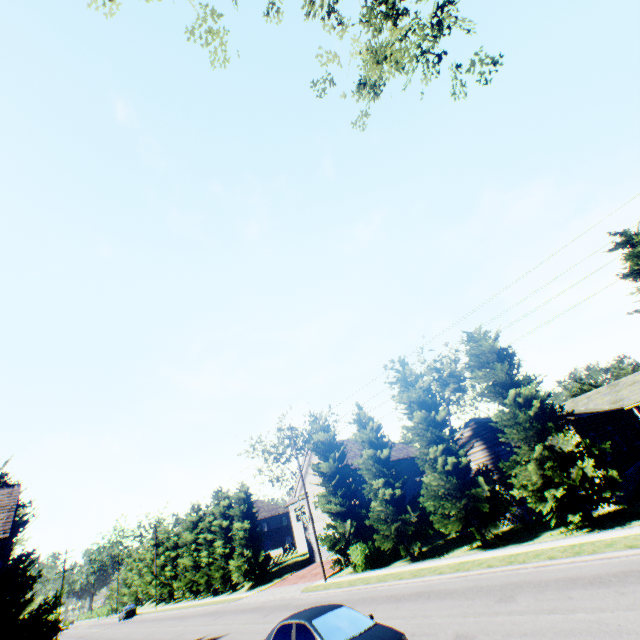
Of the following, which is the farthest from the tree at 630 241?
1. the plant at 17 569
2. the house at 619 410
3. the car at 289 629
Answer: the car at 289 629

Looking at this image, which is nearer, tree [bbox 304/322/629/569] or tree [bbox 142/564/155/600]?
tree [bbox 304/322/629/569]

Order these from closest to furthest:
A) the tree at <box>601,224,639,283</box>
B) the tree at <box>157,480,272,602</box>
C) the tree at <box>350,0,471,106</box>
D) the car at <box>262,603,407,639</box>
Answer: the car at <box>262,603,407,639</box>, the tree at <box>350,0,471,106</box>, the tree at <box>601,224,639,283</box>, the tree at <box>157,480,272,602</box>

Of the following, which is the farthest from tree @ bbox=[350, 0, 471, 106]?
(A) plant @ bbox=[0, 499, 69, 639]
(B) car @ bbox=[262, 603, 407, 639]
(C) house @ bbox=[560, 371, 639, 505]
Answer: (B) car @ bbox=[262, 603, 407, 639]

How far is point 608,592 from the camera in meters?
8.4

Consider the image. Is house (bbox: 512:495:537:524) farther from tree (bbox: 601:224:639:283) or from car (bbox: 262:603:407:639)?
car (bbox: 262:603:407:639)

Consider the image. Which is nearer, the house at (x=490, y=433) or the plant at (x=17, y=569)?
the plant at (x=17, y=569)
